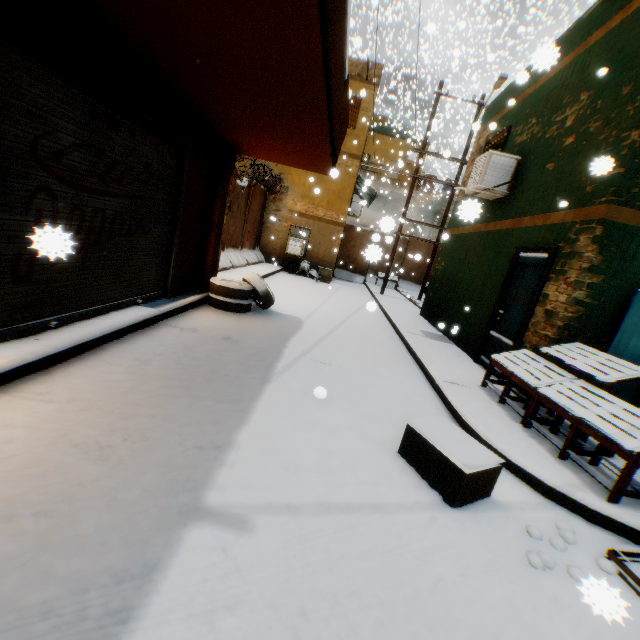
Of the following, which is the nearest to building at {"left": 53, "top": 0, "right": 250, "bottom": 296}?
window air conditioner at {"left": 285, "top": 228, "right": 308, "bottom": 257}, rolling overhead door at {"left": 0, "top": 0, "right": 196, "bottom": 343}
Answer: rolling overhead door at {"left": 0, "top": 0, "right": 196, "bottom": 343}

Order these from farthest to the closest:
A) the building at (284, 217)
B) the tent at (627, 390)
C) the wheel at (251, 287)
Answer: the building at (284, 217)
the wheel at (251, 287)
the tent at (627, 390)

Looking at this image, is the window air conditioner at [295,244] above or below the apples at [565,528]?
above

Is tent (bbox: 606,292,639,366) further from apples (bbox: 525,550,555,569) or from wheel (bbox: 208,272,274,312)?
apples (bbox: 525,550,555,569)

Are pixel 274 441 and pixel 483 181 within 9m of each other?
yes

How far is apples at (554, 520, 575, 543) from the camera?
2.6 meters

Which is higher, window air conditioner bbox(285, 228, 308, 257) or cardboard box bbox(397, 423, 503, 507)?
window air conditioner bbox(285, 228, 308, 257)

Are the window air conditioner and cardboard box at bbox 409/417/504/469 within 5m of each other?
no
